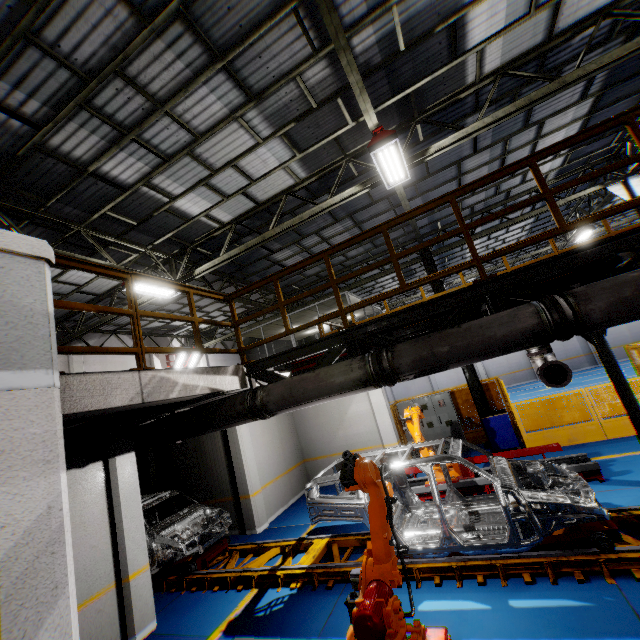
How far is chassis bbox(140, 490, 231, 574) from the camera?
7.53m

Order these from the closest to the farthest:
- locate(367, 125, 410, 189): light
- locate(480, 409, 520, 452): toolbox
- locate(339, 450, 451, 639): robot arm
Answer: locate(339, 450, 451, 639): robot arm → locate(367, 125, 410, 189): light → locate(480, 409, 520, 452): toolbox

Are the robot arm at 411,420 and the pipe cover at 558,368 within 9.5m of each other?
yes

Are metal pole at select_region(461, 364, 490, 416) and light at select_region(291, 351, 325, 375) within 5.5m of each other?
no

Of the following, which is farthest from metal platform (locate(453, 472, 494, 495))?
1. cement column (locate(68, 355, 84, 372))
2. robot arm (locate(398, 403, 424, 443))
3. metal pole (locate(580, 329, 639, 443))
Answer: cement column (locate(68, 355, 84, 372))

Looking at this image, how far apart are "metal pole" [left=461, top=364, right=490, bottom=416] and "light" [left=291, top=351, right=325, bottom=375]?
7.1 meters

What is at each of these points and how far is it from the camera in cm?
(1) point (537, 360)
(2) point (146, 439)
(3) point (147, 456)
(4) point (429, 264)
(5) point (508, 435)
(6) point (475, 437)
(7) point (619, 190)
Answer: (1) vent pipe, 734
(2) vent pipe, 568
(3) cement column, 1141
(4) metal pole, 1294
(5) toolbox, 1038
(6) metal panel, 1238
(7) metal pole, 1213

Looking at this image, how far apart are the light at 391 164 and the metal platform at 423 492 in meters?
7.4
